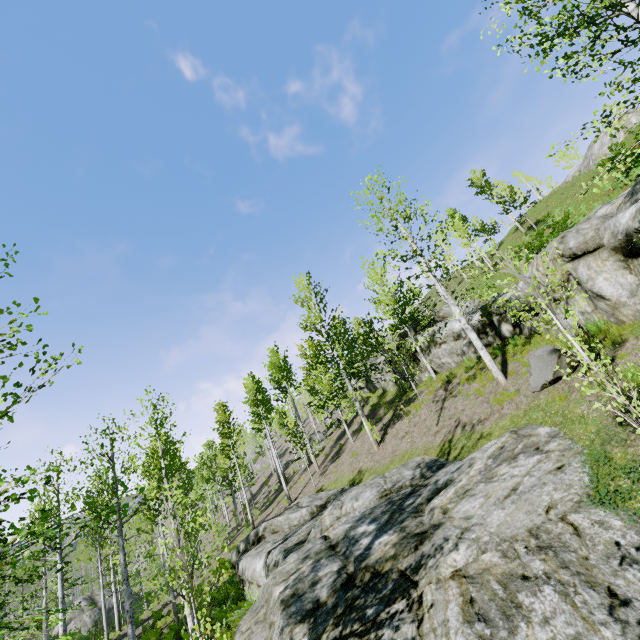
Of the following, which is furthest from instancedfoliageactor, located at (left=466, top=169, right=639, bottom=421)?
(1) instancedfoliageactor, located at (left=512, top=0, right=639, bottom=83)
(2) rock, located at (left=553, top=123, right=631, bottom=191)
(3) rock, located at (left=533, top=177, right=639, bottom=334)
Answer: (2) rock, located at (left=553, top=123, right=631, bottom=191)

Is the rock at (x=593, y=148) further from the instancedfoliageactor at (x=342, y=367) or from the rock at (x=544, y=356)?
the instancedfoliageactor at (x=342, y=367)

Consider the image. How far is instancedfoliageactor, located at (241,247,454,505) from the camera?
17.6 meters

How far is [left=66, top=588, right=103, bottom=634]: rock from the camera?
29.5 meters

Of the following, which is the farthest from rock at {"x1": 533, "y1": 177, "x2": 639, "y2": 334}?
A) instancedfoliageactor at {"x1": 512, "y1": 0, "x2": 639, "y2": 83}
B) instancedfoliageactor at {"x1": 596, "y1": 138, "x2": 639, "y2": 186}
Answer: instancedfoliageactor at {"x1": 596, "y1": 138, "x2": 639, "y2": 186}

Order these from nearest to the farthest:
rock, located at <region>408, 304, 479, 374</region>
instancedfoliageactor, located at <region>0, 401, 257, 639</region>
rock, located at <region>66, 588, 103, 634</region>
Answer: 1. instancedfoliageactor, located at <region>0, 401, 257, 639</region>
2. rock, located at <region>408, 304, 479, 374</region>
3. rock, located at <region>66, 588, 103, 634</region>

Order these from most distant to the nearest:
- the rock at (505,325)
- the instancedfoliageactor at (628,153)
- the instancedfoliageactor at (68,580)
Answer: the rock at (505,325), the instancedfoliageactor at (628,153), the instancedfoliageactor at (68,580)

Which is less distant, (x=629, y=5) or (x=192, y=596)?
(x=629, y=5)
